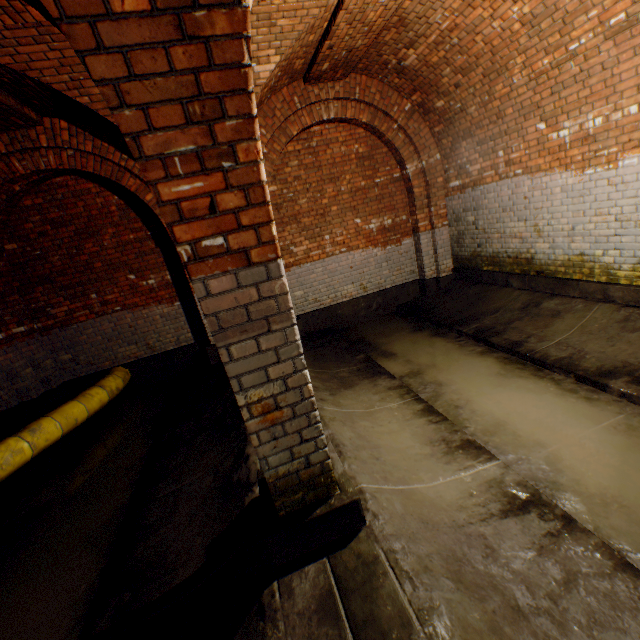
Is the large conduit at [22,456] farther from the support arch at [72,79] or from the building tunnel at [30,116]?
the support arch at [72,79]

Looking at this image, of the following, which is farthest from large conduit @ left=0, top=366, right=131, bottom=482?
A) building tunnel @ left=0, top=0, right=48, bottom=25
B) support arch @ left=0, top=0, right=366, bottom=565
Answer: support arch @ left=0, top=0, right=366, bottom=565

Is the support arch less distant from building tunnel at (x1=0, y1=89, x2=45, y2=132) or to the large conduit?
building tunnel at (x1=0, y1=89, x2=45, y2=132)

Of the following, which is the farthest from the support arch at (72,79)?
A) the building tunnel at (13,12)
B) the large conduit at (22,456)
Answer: the large conduit at (22,456)

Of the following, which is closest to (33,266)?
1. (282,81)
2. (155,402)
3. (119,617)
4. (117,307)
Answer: (117,307)

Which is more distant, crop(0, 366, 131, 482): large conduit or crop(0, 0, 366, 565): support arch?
crop(0, 366, 131, 482): large conduit

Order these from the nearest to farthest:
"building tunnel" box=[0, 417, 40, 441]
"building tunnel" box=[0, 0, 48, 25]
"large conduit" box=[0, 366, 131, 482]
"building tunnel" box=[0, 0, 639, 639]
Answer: "building tunnel" box=[0, 0, 639, 639], "building tunnel" box=[0, 0, 48, 25], "large conduit" box=[0, 366, 131, 482], "building tunnel" box=[0, 417, 40, 441]
